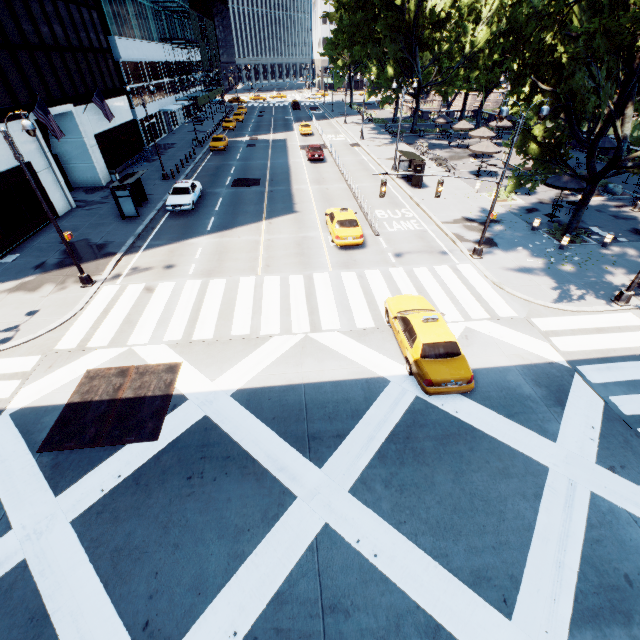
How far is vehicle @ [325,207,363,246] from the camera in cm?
1886

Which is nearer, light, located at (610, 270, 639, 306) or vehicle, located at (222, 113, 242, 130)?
light, located at (610, 270, 639, 306)

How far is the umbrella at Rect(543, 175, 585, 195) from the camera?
20.8 meters

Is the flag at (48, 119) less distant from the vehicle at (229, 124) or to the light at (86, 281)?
the light at (86, 281)

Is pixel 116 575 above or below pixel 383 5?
below

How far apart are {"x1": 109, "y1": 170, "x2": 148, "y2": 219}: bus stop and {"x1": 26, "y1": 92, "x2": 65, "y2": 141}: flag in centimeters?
360cm

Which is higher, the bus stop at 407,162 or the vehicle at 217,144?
the bus stop at 407,162

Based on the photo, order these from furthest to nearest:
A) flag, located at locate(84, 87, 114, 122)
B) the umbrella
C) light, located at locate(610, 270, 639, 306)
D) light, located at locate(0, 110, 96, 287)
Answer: flag, located at locate(84, 87, 114, 122) < the umbrella < light, located at locate(610, 270, 639, 306) < light, located at locate(0, 110, 96, 287)
